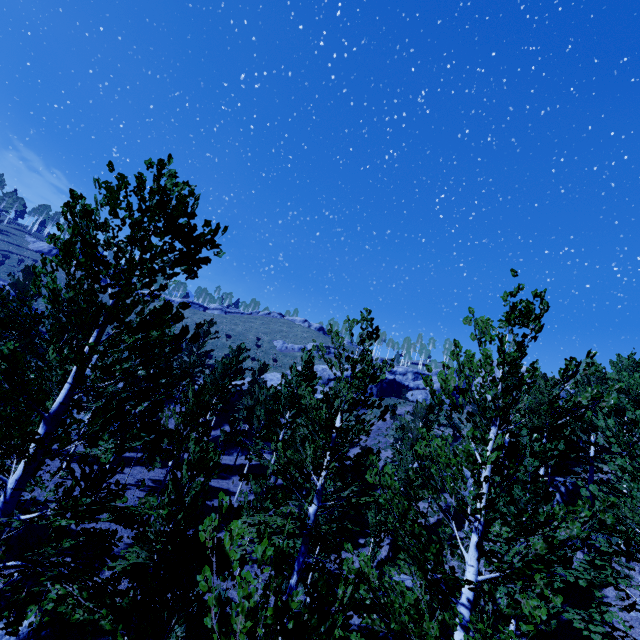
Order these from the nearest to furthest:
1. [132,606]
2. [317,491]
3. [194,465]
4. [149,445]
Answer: [132,606] < [149,445] < [317,491] < [194,465]

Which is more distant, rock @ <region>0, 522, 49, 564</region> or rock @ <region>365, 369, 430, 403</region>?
rock @ <region>365, 369, 430, 403</region>

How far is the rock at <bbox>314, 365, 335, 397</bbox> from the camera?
41.8 meters

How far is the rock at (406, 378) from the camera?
45.9 meters

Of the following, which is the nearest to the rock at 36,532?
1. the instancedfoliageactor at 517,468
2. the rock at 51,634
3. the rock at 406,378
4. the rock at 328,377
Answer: the rock at 51,634

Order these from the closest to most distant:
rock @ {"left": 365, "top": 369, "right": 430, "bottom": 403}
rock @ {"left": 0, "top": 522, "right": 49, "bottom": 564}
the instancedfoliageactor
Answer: the instancedfoliageactor, rock @ {"left": 0, "top": 522, "right": 49, "bottom": 564}, rock @ {"left": 365, "top": 369, "right": 430, "bottom": 403}

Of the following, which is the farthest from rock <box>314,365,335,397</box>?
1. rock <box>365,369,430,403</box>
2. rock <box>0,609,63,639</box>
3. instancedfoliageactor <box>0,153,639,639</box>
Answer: rock <box>0,609,63,639</box>

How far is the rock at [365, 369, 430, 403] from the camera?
45.9m
